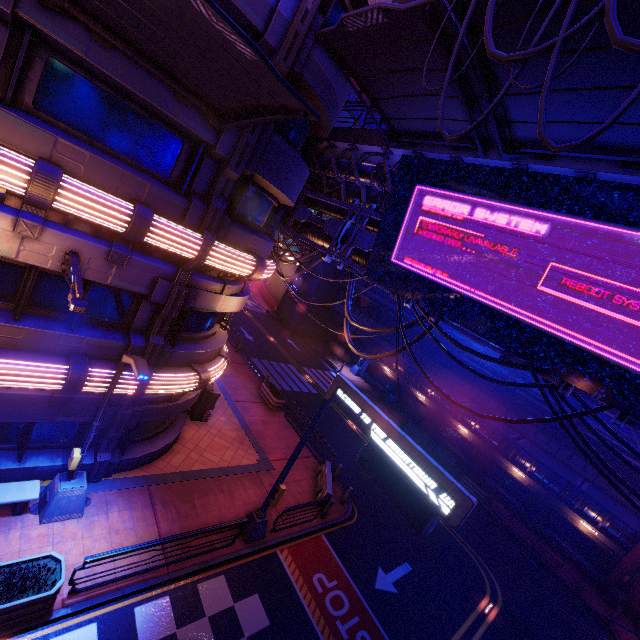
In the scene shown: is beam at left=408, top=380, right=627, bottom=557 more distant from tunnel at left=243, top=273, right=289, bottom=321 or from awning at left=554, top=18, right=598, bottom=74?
awning at left=554, top=18, right=598, bottom=74

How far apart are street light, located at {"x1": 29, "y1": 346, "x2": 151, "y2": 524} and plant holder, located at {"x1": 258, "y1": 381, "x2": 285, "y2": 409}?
11.7m

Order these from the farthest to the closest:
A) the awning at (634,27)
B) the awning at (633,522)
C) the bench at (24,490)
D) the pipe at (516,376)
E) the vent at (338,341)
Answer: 1. the vent at (338,341)
2. the pipe at (516,376)
3. the awning at (633,522)
4. the bench at (24,490)
5. the awning at (634,27)

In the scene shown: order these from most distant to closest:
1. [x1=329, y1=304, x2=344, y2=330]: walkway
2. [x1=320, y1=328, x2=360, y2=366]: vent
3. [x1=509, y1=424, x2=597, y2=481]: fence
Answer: [x1=329, y1=304, x2=344, y2=330]: walkway < [x1=320, y1=328, x2=360, y2=366]: vent < [x1=509, y1=424, x2=597, y2=481]: fence

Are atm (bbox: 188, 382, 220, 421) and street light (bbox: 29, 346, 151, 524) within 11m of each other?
yes

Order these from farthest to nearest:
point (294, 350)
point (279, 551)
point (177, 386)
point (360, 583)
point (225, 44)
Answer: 1. point (294, 350)
2. point (360, 583)
3. point (279, 551)
4. point (177, 386)
5. point (225, 44)

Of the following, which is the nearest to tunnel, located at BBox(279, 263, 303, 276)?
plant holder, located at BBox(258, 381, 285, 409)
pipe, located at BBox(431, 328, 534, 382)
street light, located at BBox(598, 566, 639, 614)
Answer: pipe, located at BBox(431, 328, 534, 382)

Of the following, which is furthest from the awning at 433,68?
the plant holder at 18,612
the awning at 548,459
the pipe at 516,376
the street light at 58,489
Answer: the pipe at 516,376
